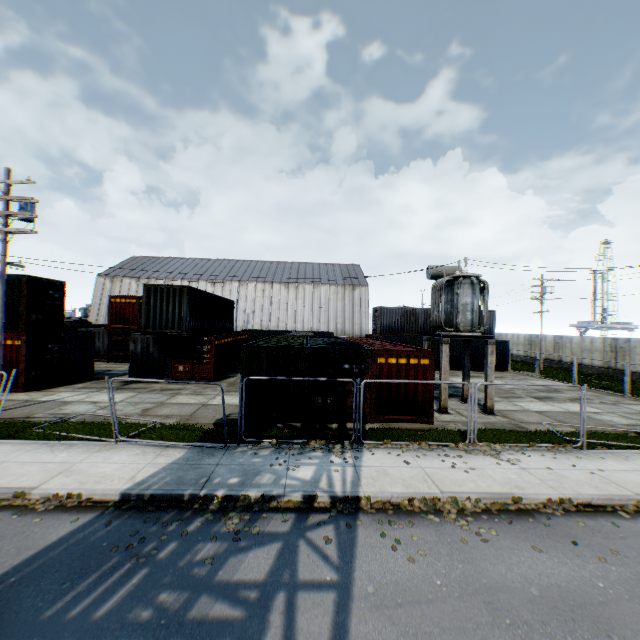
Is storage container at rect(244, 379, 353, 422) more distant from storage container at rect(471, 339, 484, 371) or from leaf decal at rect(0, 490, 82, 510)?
leaf decal at rect(0, 490, 82, 510)

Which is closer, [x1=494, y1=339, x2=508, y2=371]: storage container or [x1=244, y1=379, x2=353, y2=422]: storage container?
[x1=244, y1=379, x2=353, y2=422]: storage container

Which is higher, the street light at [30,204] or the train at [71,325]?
the street light at [30,204]

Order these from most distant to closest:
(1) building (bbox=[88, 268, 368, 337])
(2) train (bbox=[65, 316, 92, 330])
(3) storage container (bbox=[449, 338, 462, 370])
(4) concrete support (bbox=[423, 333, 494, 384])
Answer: (1) building (bbox=[88, 268, 368, 337])
(2) train (bbox=[65, 316, 92, 330])
(3) storage container (bbox=[449, 338, 462, 370])
(4) concrete support (bbox=[423, 333, 494, 384])

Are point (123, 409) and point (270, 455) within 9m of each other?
yes

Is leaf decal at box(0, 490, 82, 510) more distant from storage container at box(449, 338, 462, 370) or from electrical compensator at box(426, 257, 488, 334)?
storage container at box(449, 338, 462, 370)

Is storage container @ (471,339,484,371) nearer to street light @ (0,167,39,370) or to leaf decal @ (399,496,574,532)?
leaf decal @ (399,496,574,532)

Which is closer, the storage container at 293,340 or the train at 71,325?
the storage container at 293,340
